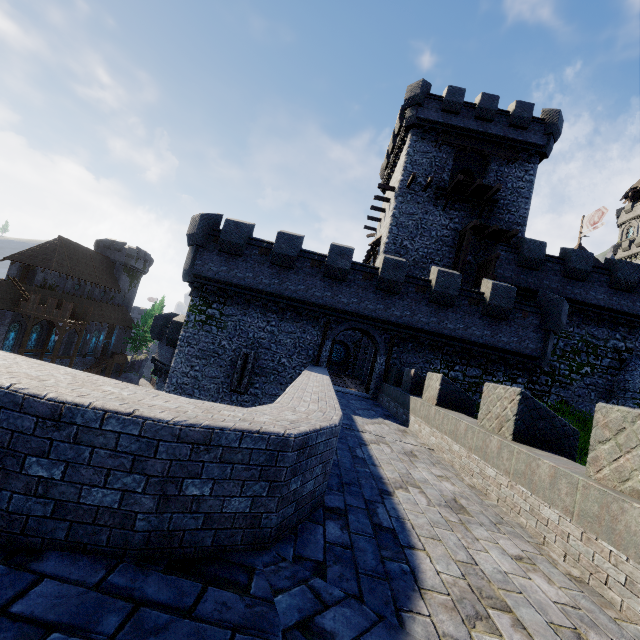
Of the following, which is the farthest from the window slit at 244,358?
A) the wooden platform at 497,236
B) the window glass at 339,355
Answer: the window glass at 339,355

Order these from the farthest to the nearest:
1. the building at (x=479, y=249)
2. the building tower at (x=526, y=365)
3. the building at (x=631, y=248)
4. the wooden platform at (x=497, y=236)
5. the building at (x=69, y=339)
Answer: the building at (x=631, y=248) → the building at (x=69, y=339) → the building at (x=479, y=249) → the wooden platform at (x=497, y=236) → the building tower at (x=526, y=365)

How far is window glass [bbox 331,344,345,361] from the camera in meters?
36.9 m

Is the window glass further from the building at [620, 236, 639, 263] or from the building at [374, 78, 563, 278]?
the building at [620, 236, 639, 263]

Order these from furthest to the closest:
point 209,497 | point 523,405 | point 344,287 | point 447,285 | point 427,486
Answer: point 344,287, point 447,285, point 523,405, point 427,486, point 209,497

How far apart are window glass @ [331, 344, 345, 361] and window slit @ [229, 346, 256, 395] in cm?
1960

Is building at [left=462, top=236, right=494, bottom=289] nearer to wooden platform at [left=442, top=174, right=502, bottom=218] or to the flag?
wooden platform at [left=442, top=174, right=502, bottom=218]

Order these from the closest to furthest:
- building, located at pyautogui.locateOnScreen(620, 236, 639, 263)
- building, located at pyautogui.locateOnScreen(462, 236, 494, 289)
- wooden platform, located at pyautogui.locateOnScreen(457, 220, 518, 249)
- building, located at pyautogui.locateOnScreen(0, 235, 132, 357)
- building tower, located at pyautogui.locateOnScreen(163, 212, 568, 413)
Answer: building tower, located at pyautogui.locateOnScreen(163, 212, 568, 413)
wooden platform, located at pyautogui.locateOnScreen(457, 220, 518, 249)
building, located at pyautogui.locateOnScreen(462, 236, 494, 289)
building, located at pyautogui.locateOnScreen(0, 235, 132, 357)
building, located at pyautogui.locateOnScreen(620, 236, 639, 263)
